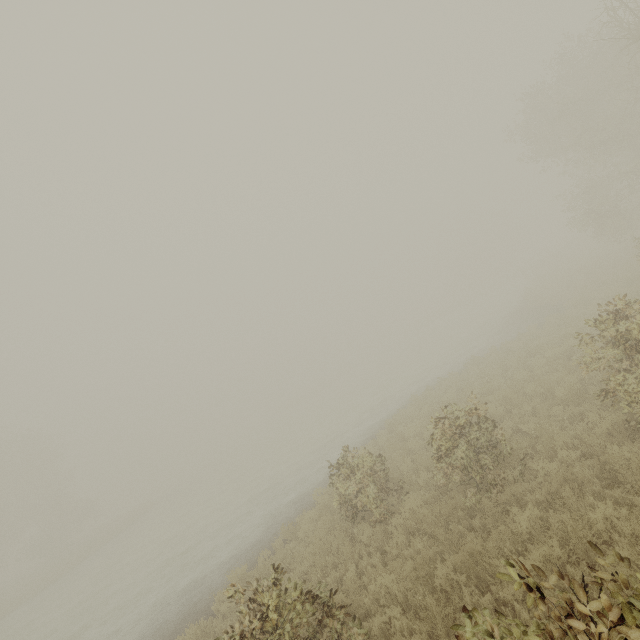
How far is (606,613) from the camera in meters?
2.5

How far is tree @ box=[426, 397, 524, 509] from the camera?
7.1 meters

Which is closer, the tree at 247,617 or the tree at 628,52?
the tree at 247,617

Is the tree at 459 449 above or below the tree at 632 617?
below

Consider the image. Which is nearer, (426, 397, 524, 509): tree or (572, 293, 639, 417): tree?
(572, 293, 639, 417): tree

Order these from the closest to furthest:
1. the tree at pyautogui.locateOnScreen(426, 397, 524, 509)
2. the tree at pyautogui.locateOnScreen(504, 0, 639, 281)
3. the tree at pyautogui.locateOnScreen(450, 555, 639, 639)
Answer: the tree at pyautogui.locateOnScreen(450, 555, 639, 639), the tree at pyautogui.locateOnScreen(426, 397, 524, 509), the tree at pyautogui.locateOnScreen(504, 0, 639, 281)

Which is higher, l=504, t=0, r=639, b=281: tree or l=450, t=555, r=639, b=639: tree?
l=504, t=0, r=639, b=281: tree
